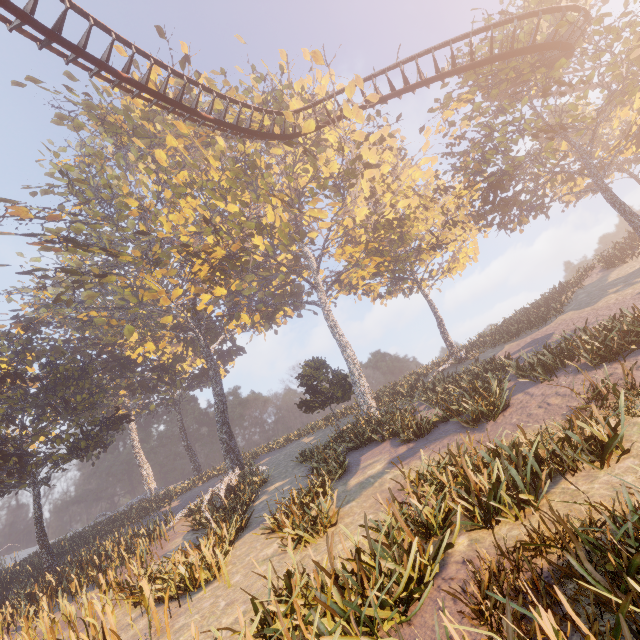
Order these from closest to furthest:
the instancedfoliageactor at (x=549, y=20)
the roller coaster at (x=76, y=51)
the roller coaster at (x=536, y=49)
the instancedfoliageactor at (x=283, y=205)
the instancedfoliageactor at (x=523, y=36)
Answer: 1. the instancedfoliageactor at (x=283, y=205)
2. the roller coaster at (x=76, y=51)
3. the instancedfoliageactor at (x=549, y=20)
4. the roller coaster at (x=536, y=49)
5. the instancedfoliageactor at (x=523, y=36)

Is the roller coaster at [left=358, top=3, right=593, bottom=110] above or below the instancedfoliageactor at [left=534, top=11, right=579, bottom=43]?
below

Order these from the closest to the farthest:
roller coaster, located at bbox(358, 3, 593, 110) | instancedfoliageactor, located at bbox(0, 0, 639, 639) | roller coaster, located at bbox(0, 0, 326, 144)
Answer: instancedfoliageactor, located at bbox(0, 0, 639, 639)
roller coaster, located at bbox(0, 0, 326, 144)
roller coaster, located at bbox(358, 3, 593, 110)

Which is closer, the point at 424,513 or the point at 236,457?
the point at 424,513

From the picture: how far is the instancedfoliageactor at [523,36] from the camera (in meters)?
16.94

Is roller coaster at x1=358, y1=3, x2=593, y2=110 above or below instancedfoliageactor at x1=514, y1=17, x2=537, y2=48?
below

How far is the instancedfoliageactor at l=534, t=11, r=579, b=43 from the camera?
14.0m
